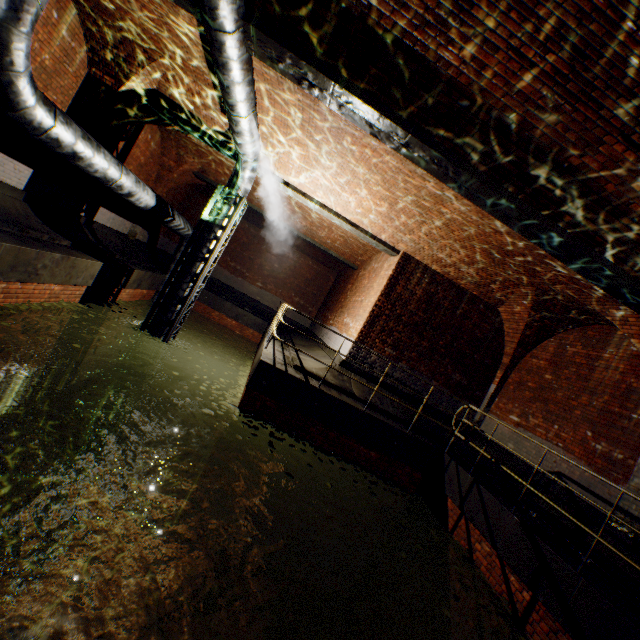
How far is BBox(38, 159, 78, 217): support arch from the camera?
8.4m

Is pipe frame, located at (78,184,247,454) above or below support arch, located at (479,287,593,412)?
below

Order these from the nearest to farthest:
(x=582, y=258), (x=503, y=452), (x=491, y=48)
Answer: (x=491, y=48), (x=582, y=258), (x=503, y=452)

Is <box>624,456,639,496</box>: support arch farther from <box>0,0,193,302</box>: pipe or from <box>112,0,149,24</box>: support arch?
<box>112,0,149,24</box>: support arch

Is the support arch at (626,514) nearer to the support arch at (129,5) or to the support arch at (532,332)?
the support arch at (532,332)

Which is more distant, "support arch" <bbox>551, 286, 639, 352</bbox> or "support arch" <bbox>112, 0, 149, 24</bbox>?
"support arch" <bbox>551, 286, 639, 352</bbox>

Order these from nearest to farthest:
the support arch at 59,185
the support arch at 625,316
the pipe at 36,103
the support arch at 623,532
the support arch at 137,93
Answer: the pipe at 36,103
the support arch at 623,532
the support arch at 625,316
the support arch at 137,93
the support arch at 59,185
